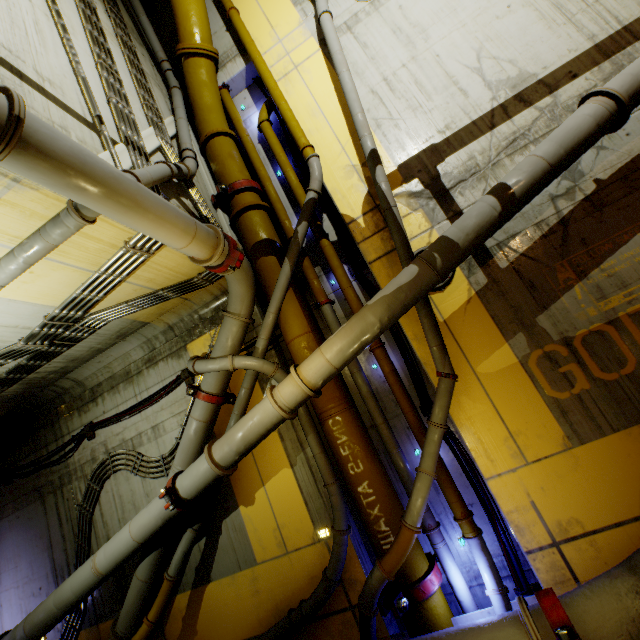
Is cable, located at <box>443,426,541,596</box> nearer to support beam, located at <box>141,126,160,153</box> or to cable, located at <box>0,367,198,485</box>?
cable, located at <box>0,367,198,485</box>

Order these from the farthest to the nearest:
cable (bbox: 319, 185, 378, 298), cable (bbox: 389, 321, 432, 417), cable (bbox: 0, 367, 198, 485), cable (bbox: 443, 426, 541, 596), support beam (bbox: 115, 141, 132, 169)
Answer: cable (bbox: 0, 367, 198, 485), cable (bbox: 319, 185, 378, 298), cable (bbox: 389, 321, 432, 417), cable (bbox: 443, 426, 541, 596), support beam (bbox: 115, 141, 132, 169)

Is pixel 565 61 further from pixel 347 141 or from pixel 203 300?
pixel 203 300

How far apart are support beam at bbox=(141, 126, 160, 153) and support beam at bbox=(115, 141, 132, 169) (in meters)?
0.34

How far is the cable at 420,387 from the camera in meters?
5.7 m

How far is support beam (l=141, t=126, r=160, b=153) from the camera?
5.3m

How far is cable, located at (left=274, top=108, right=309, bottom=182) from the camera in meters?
7.2 m

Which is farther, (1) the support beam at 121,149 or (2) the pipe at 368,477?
(1) the support beam at 121,149
